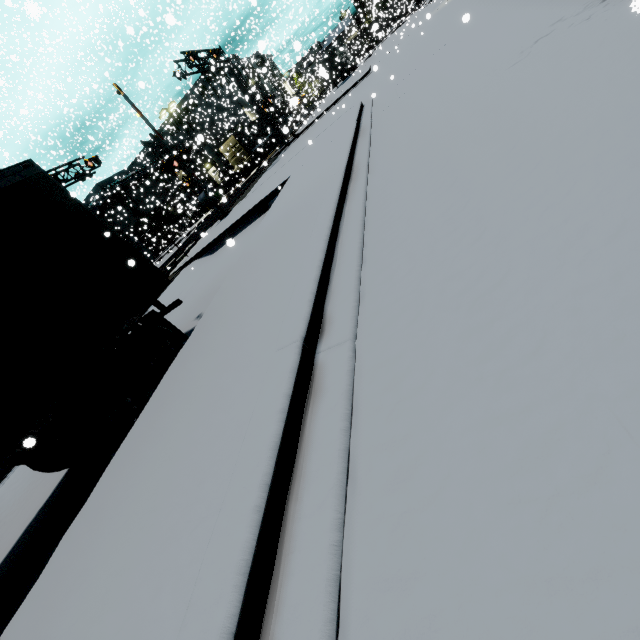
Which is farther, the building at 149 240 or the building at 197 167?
the building at 149 240

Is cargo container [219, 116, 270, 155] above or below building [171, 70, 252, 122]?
below

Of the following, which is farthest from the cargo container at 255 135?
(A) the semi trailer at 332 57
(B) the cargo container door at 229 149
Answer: (A) the semi trailer at 332 57

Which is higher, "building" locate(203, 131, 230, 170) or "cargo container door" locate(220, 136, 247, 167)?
"building" locate(203, 131, 230, 170)

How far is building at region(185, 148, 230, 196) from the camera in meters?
37.3 m

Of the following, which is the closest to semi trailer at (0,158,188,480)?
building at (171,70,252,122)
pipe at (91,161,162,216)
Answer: building at (171,70,252,122)

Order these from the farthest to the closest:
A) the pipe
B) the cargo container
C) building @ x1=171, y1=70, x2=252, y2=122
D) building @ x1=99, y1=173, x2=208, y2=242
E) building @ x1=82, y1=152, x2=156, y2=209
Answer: building @ x1=99, y1=173, x2=208, y2=242
the pipe
building @ x1=171, y1=70, x2=252, y2=122
building @ x1=82, y1=152, x2=156, y2=209
the cargo container

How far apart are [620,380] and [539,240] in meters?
1.2 m
